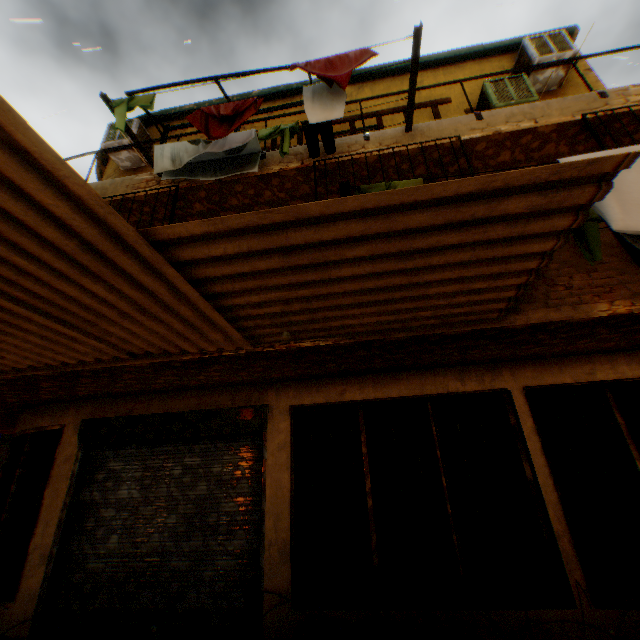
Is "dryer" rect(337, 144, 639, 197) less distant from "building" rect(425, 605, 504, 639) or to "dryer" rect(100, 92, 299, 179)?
"building" rect(425, 605, 504, 639)

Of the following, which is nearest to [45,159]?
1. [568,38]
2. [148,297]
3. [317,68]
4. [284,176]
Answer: [148,297]

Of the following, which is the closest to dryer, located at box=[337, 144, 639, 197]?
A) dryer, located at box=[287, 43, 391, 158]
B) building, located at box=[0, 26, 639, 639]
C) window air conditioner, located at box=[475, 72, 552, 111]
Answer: building, located at box=[0, 26, 639, 639]

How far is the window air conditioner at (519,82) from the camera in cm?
591

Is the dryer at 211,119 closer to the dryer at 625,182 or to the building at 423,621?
the building at 423,621

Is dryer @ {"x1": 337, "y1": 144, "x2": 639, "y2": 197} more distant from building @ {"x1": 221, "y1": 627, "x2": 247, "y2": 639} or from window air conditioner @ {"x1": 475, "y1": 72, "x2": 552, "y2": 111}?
window air conditioner @ {"x1": 475, "y1": 72, "x2": 552, "y2": 111}

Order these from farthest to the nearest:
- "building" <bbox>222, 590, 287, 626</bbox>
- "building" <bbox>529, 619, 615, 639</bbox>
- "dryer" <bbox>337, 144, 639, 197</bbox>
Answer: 1. "building" <bbox>222, 590, 287, 626</bbox>
2. "building" <bbox>529, 619, 615, 639</bbox>
3. "dryer" <bbox>337, 144, 639, 197</bbox>

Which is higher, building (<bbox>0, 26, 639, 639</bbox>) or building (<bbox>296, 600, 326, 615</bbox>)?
building (<bbox>0, 26, 639, 639</bbox>)
